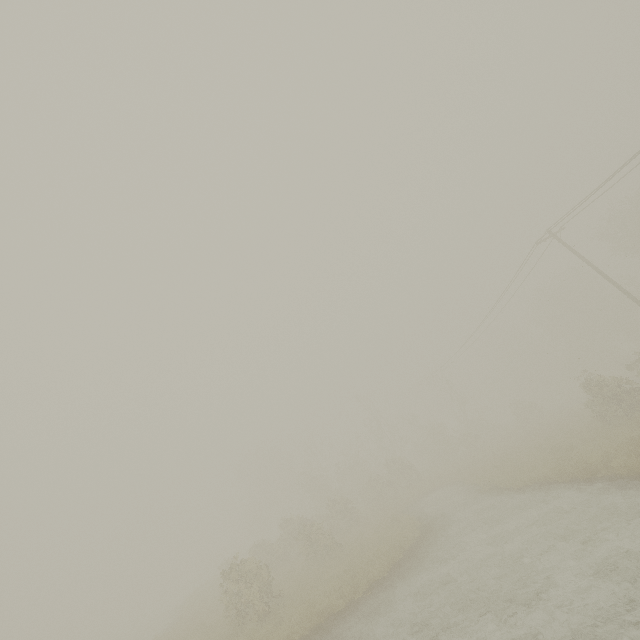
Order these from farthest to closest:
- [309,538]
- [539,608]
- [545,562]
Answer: [309,538]
[545,562]
[539,608]

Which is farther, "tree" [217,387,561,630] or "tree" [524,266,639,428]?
"tree" [524,266,639,428]

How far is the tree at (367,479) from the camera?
15.1m

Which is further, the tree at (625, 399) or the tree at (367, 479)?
the tree at (625, 399)

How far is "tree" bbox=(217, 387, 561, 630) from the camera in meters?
15.1 m
